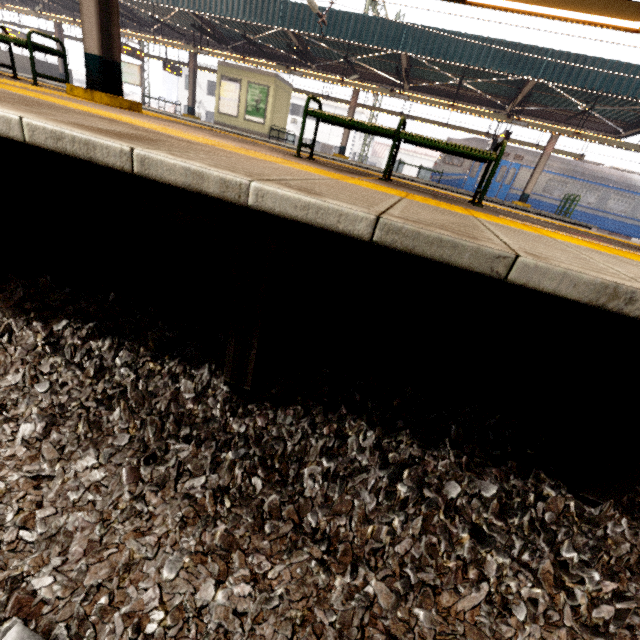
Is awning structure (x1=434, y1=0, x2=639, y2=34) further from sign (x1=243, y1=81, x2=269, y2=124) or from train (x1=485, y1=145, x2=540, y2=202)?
train (x1=485, y1=145, x2=540, y2=202)

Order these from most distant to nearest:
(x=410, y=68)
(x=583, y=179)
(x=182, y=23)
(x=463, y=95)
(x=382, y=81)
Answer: (x=583, y=179), (x=182, y=23), (x=382, y=81), (x=463, y=95), (x=410, y=68)

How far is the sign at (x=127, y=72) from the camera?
19.31m

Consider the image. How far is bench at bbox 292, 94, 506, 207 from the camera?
3.58m

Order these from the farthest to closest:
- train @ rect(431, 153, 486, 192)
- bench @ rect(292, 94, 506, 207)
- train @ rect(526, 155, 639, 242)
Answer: train @ rect(431, 153, 486, 192), train @ rect(526, 155, 639, 242), bench @ rect(292, 94, 506, 207)

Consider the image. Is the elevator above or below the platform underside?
above

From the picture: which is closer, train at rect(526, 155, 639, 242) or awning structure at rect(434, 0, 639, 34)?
awning structure at rect(434, 0, 639, 34)

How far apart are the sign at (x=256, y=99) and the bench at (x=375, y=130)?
15.57m
